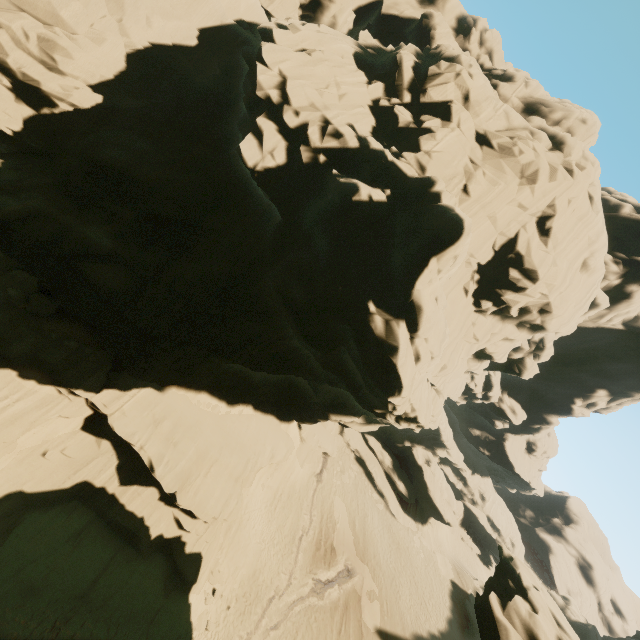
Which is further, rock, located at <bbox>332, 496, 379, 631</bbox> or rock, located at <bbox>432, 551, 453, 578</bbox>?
rock, located at <bbox>432, 551, 453, 578</bbox>

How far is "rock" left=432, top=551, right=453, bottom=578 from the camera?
35.8 meters

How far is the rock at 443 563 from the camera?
35.8m

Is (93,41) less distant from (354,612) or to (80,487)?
(80,487)
